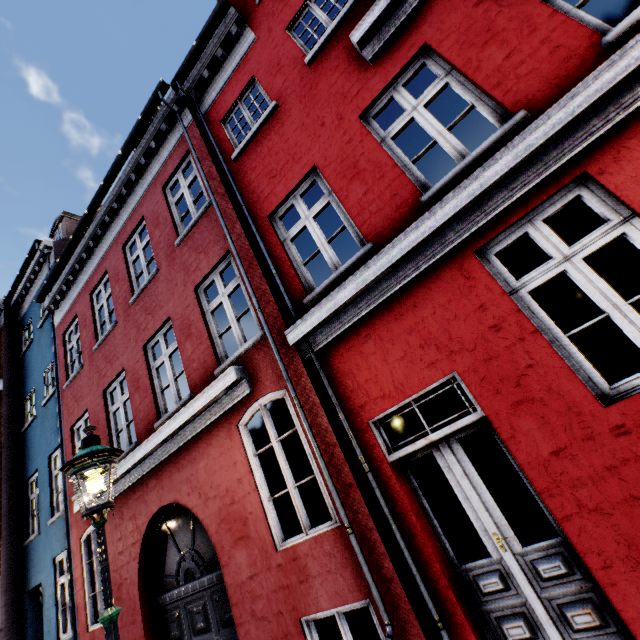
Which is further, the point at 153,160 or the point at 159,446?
the point at 153,160
